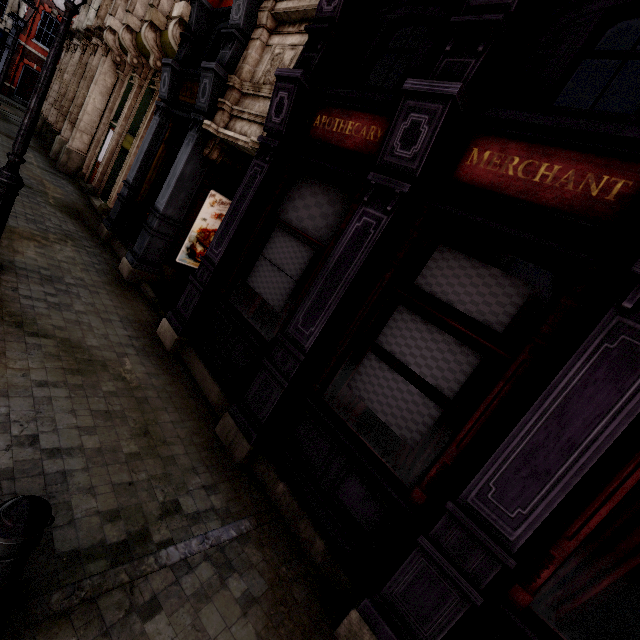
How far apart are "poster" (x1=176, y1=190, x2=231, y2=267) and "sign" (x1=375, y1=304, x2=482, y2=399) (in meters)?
5.97

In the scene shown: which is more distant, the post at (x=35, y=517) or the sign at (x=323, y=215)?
the sign at (x=323, y=215)

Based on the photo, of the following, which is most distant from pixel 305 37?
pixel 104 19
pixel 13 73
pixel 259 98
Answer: pixel 13 73

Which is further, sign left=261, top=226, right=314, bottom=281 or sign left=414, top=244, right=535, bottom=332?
sign left=261, top=226, right=314, bottom=281

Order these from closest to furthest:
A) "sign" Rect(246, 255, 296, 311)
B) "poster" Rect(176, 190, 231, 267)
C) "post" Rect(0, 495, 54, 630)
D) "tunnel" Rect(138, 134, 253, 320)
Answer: "post" Rect(0, 495, 54, 630) → "sign" Rect(246, 255, 296, 311) → "tunnel" Rect(138, 134, 253, 320) → "poster" Rect(176, 190, 231, 267)

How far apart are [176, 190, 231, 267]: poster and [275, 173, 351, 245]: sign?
3.2 meters

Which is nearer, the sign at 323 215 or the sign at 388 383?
the sign at 388 383

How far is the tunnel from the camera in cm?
677
